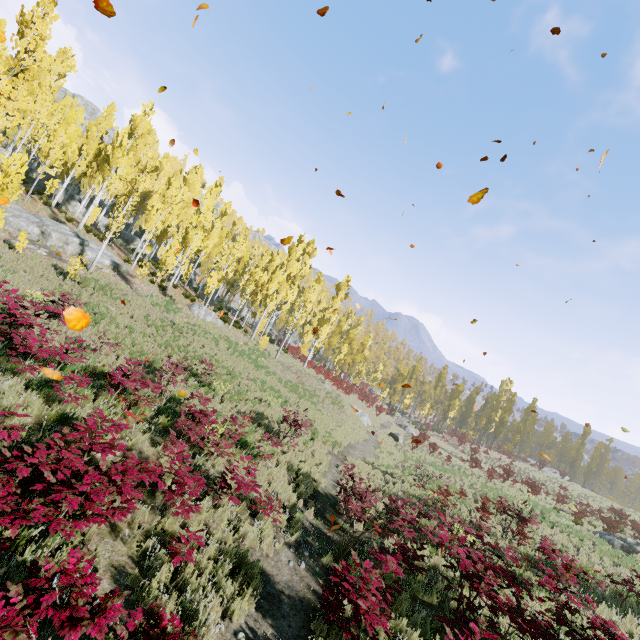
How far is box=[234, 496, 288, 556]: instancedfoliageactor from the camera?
7.1 meters

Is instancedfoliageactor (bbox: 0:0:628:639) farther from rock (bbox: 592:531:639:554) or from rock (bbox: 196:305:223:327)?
rock (bbox: 592:531:639:554)

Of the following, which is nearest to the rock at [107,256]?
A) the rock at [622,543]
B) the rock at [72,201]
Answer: the rock at [72,201]

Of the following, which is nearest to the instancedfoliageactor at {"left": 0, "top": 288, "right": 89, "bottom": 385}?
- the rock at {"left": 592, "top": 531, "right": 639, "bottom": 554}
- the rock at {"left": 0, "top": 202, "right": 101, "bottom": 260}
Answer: the rock at {"left": 0, "top": 202, "right": 101, "bottom": 260}

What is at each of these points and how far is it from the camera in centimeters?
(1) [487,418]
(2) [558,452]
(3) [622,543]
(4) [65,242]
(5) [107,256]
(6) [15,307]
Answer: (1) instancedfoliageactor, 5875cm
(2) instancedfoliageactor, 5981cm
(3) rock, 1988cm
(4) rock, 2064cm
(5) rock, 2433cm
(6) instancedfoliageactor, 741cm

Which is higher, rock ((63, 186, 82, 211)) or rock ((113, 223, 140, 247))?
rock ((63, 186, 82, 211))

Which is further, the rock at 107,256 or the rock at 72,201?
the rock at 72,201
